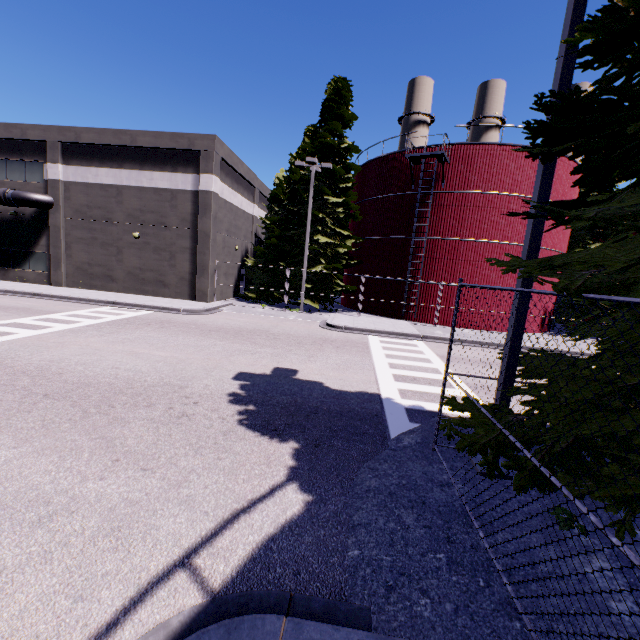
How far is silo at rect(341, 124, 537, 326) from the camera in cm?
2105

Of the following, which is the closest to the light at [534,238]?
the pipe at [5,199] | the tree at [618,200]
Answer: the tree at [618,200]

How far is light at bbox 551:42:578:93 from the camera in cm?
445

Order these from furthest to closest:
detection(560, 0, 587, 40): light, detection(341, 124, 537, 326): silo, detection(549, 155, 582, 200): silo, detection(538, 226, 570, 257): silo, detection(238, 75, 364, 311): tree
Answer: detection(238, 75, 364, 311): tree < detection(538, 226, 570, 257): silo < detection(549, 155, 582, 200): silo < detection(341, 124, 537, 326): silo < detection(560, 0, 587, 40): light

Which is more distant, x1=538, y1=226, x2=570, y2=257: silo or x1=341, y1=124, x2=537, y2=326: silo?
x1=538, y1=226, x2=570, y2=257: silo

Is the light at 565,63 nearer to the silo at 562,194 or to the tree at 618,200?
the tree at 618,200

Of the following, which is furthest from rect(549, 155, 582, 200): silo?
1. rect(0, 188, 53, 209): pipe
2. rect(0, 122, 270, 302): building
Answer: rect(0, 188, 53, 209): pipe

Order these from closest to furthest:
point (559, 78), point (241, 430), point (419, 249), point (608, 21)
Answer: point (608, 21) → point (559, 78) → point (241, 430) → point (419, 249)
